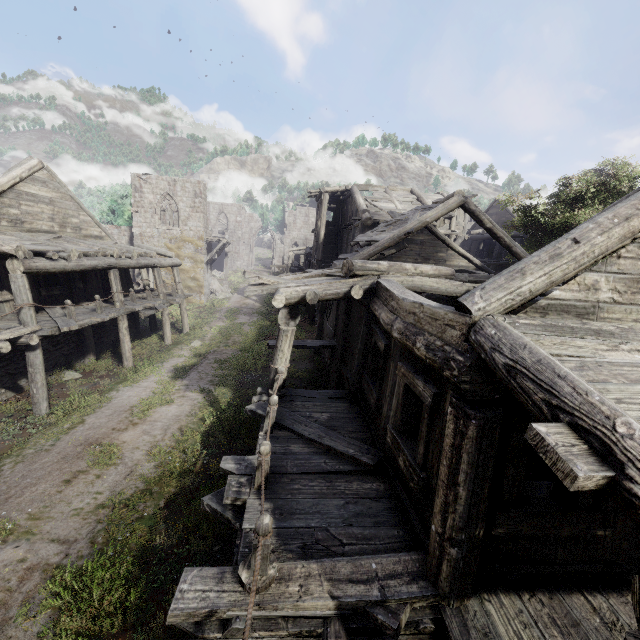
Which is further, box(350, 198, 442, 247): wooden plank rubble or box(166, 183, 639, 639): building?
box(350, 198, 442, 247): wooden plank rubble

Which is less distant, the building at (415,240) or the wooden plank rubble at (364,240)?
the building at (415,240)

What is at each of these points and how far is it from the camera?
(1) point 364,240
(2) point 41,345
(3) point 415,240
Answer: (1) wooden plank rubble, 14.9m
(2) building, 13.0m
(3) building, 17.3m

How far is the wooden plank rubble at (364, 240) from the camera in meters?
13.7

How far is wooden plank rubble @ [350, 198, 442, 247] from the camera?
13.7 meters

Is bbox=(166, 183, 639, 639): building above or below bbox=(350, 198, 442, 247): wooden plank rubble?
below

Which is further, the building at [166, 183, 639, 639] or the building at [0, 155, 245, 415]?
the building at [0, 155, 245, 415]

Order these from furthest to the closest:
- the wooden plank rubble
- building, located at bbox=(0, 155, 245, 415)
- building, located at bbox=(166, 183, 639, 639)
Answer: the wooden plank rubble
building, located at bbox=(0, 155, 245, 415)
building, located at bbox=(166, 183, 639, 639)
